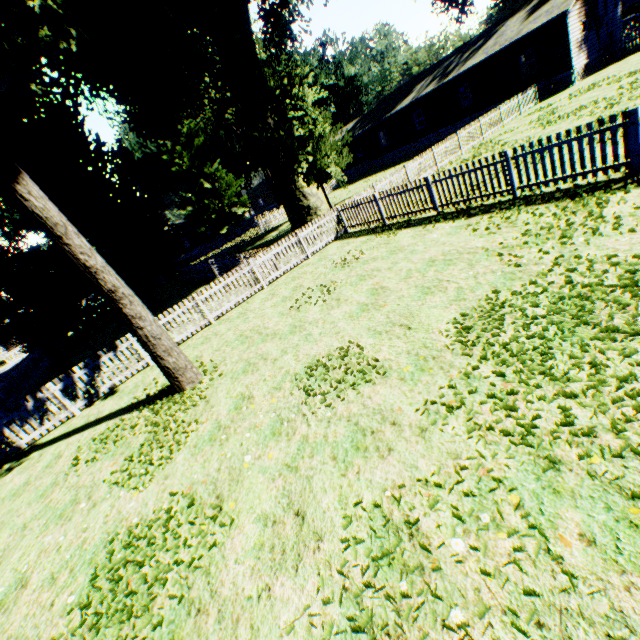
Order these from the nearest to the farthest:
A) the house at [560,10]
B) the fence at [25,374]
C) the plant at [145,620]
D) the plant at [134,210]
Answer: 1. the plant at [145,620]
2. the plant at [134,210]
3. the fence at [25,374]
4. the house at [560,10]

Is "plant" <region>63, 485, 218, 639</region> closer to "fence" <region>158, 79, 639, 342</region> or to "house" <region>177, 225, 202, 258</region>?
"fence" <region>158, 79, 639, 342</region>

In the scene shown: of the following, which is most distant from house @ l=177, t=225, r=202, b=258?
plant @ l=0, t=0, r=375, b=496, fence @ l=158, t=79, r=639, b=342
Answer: plant @ l=0, t=0, r=375, b=496

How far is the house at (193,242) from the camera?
57.97m

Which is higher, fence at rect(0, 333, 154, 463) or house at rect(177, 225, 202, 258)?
house at rect(177, 225, 202, 258)

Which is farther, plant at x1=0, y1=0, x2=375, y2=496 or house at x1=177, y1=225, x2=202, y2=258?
house at x1=177, y1=225, x2=202, y2=258

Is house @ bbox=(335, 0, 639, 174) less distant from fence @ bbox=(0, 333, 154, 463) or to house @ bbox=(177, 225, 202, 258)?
fence @ bbox=(0, 333, 154, 463)

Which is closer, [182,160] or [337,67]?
[182,160]
